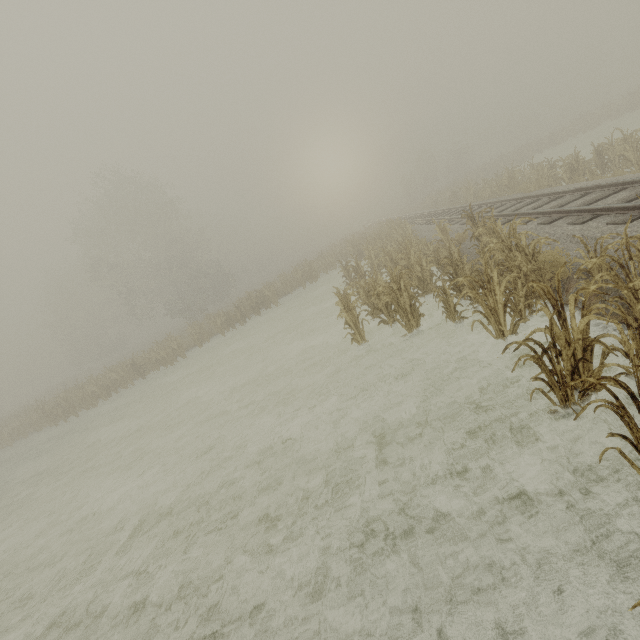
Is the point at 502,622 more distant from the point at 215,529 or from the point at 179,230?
the point at 179,230
